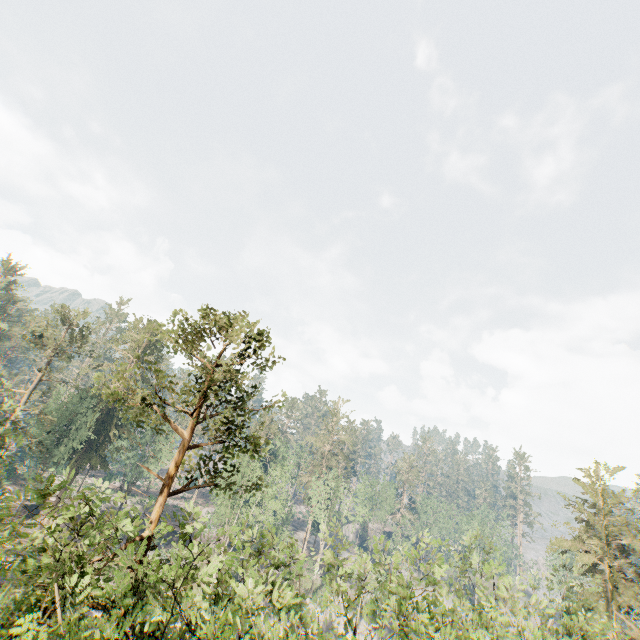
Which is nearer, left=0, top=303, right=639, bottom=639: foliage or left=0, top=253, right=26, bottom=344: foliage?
left=0, top=303, right=639, bottom=639: foliage

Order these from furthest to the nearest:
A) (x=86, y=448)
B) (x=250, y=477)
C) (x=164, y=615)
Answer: (x=250, y=477) → (x=86, y=448) → (x=164, y=615)

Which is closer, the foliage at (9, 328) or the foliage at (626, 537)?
the foliage at (626, 537)

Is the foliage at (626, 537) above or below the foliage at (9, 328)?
below

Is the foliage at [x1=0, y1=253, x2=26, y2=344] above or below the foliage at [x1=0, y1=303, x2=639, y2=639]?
above
